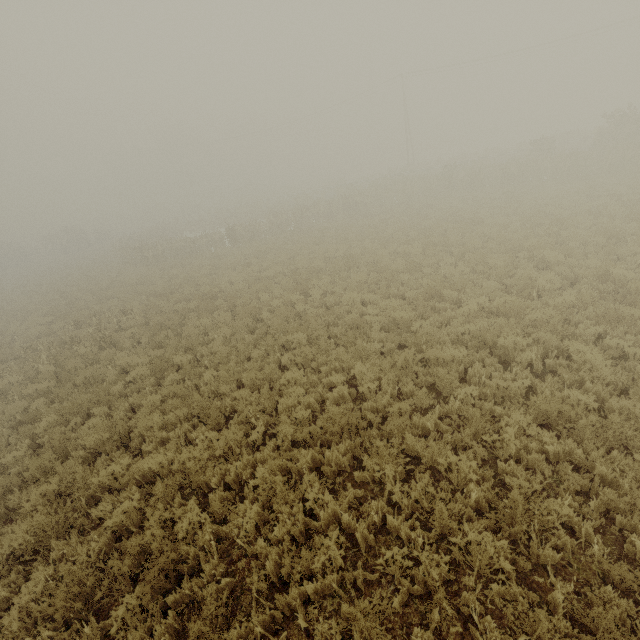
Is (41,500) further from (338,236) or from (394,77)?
(394,77)
